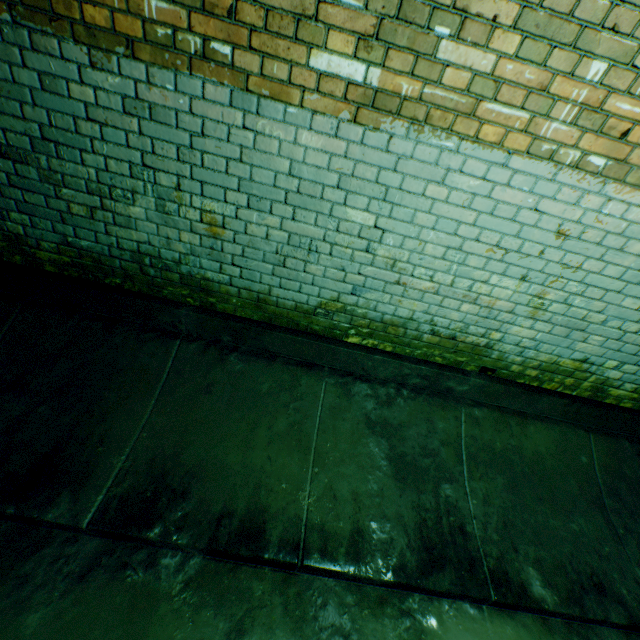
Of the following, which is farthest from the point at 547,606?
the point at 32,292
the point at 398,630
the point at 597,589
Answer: the point at 32,292
